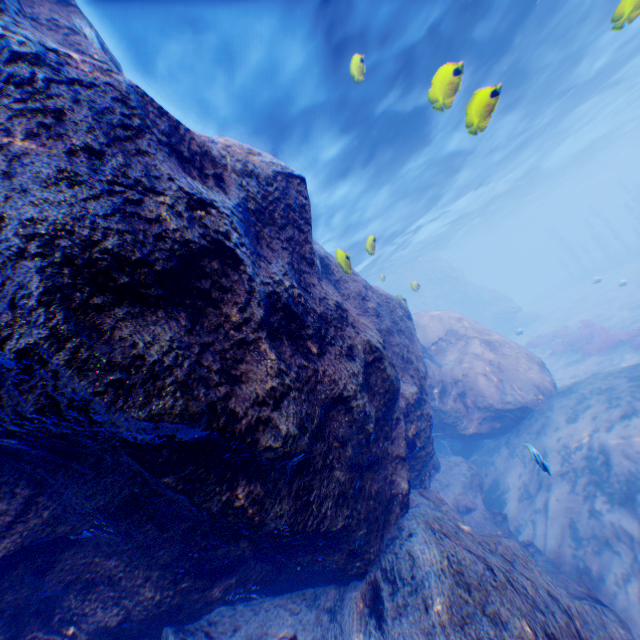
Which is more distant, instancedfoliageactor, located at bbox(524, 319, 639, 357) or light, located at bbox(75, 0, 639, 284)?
instancedfoliageactor, located at bbox(524, 319, 639, 357)

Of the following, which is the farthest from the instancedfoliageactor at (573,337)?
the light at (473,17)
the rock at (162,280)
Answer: the light at (473,17)

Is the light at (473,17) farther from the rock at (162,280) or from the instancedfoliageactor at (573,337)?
the instancedfoliageactor at (573,337)

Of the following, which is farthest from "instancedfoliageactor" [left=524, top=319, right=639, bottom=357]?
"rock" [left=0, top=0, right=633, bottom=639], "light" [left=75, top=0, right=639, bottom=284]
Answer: "light" [left=75, top=0, right=639, bottom=284]

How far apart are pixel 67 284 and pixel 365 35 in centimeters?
968cm

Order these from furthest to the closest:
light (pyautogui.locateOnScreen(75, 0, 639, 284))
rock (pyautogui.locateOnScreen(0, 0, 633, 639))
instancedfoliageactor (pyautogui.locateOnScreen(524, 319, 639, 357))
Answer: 1. instancedfoliageactor (pyautogui.locateOnScreen(524, 319, 639, 357))
2. light (pyautogui.locateOnScreen(75, 0, 639, 284))
3. rock (pyautogui.locateOnScreen(0, 0, 633, 639))
